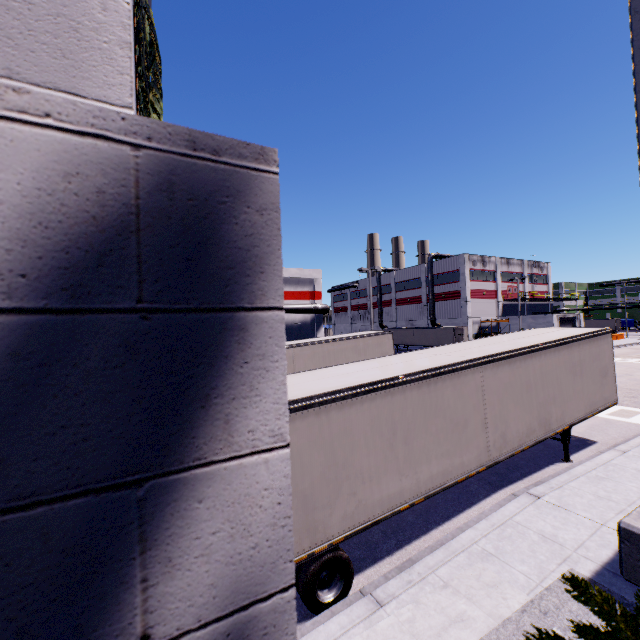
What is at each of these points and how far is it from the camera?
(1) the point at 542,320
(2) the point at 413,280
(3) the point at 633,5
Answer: (1) building, 47.66m
(2) building, 59.59m
(3) light, 0.91m

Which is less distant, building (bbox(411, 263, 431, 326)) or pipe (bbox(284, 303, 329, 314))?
pipe (bbox(284, 303, 329, 314))

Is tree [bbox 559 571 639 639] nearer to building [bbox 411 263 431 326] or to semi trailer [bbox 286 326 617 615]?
building [bbox 411 263 431 326]

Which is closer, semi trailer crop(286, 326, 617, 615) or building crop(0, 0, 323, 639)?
building crop(0, 0, 323, 639)

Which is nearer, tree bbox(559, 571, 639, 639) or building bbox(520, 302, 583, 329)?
tree bbox(559, 571, 639, 639)

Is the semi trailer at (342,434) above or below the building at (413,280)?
below

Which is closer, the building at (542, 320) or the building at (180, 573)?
the building at (180, 573)

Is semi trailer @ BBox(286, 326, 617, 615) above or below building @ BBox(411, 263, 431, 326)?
below
